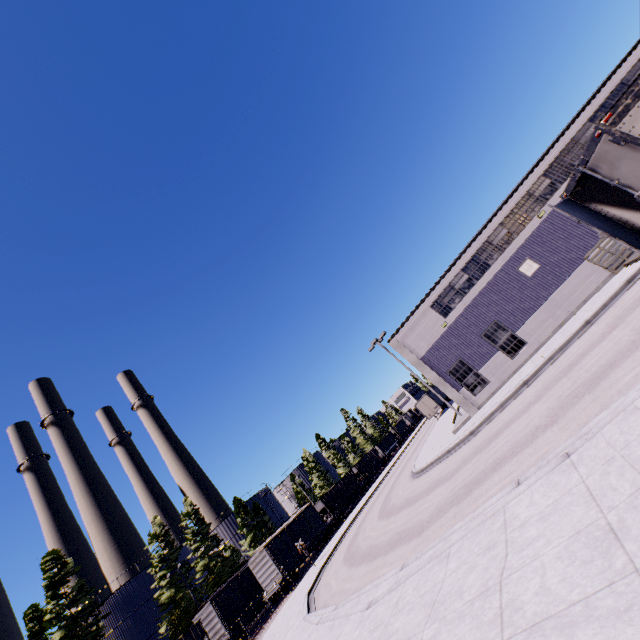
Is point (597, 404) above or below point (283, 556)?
below

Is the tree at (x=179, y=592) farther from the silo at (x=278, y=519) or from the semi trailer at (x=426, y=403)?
the semi trailer at (x=426, y=403)

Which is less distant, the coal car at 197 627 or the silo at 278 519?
the coal car at 197 627

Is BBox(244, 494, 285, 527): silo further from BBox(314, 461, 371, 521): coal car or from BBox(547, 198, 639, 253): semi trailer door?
BBox(547, 198, 639, 253): semi trailer door

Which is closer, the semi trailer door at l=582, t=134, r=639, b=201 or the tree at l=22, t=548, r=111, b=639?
the semi trailer door at l=582, t=134, r=639, b=201

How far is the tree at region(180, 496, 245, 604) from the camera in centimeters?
3650cm

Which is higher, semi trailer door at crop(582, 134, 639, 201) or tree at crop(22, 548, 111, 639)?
tree at crop(22, 548, 111, 639)

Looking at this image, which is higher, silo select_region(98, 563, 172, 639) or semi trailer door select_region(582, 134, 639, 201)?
silo select_region(98, 563, 172, 639)
